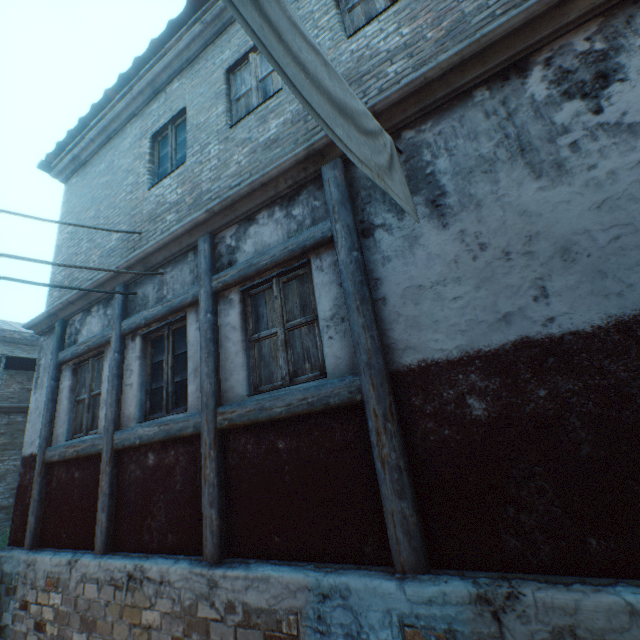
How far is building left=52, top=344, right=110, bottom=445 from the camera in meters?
5.0

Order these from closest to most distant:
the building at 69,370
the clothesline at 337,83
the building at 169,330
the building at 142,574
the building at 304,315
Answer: the clothesline at 337,83 < the building at 142,574 < the building at 304,315 < the building at 169,330 < the building at 69,370

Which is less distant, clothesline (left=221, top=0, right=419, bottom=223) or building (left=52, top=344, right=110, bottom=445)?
clothesline (left=221, top=0, right=419, bottom=223)

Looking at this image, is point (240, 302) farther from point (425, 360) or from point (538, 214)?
point (538, 214)

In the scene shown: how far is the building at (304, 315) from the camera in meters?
3.1 m

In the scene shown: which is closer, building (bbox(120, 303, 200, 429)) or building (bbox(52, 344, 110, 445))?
building (bbox(120, 303, 200, 429))
